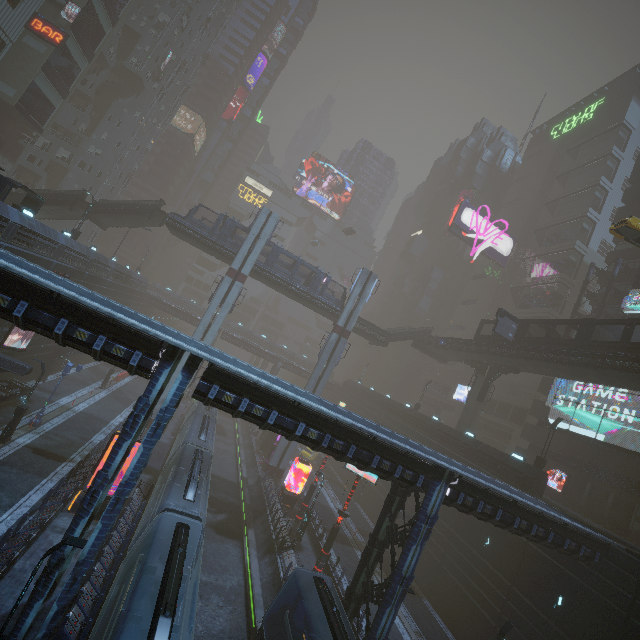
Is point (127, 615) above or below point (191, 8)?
below

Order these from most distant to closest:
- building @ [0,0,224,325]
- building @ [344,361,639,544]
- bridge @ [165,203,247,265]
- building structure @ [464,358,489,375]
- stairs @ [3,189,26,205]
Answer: building structure @ [464,358,489,375]
bridge @ [165,203,247,265]
stairs @ [3,189,26,205]
building @ [0,0,224,325]
building @ [344,361,639,544]

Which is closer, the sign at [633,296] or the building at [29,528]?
the building at [29,528]

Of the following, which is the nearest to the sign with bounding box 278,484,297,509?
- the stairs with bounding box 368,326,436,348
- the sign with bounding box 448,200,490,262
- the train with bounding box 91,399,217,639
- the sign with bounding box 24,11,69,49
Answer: the train with bounding box 91,399,217,639

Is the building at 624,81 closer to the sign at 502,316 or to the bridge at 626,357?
the sign at 502,316

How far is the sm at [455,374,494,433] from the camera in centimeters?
3712cm

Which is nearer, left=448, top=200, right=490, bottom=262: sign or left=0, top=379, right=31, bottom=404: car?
left=0, top=379, right=31, bottom=404: car

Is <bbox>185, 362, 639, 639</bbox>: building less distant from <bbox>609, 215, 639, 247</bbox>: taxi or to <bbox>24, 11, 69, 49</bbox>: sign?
<bbox>24, 11, 69, 49</bbox>: sign
